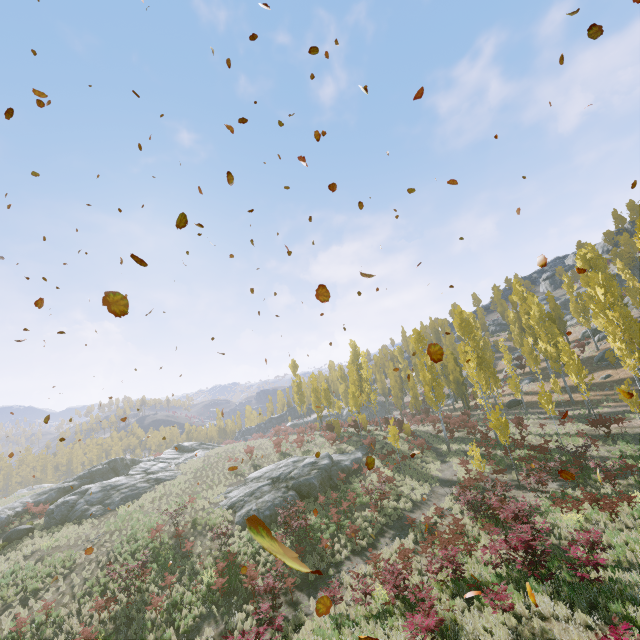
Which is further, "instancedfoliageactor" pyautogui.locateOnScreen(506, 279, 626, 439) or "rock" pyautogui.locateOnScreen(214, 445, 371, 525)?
"instancedfoliageactor" pyautogui.locateOnScreen(506, 279, 626, 439)

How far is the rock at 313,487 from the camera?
22.77m

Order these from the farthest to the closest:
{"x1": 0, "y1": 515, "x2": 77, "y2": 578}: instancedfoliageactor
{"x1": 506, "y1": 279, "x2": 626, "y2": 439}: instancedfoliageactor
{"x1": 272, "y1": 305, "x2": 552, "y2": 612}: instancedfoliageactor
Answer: {"x1": 506, "y1": 279, "x2": 626, "y2": 439}: instancedfoliageactor, {"x1": 0, "y1": 515, "x2": 77, "y2": 578}: instancedfoliageactor, {"x1": 272, "y1": 305, "x2": 552, "y2": 612}: instancedfoliageactor

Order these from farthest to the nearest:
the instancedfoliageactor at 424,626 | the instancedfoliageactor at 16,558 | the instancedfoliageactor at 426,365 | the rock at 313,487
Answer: the rock at 313,487 → the instancedfoliageactor at 16,558 → the instancedfoliageactor at 426,365 → the instancedfoliageactor at 424,626

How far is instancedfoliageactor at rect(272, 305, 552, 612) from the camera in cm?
1255

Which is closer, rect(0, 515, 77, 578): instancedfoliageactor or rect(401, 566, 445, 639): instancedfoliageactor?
rect(401, 566, 445, 639): instancedfoliageactor

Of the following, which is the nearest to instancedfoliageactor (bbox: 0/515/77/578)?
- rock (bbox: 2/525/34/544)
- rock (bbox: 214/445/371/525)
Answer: rock (bbox: 214/445/371/525)

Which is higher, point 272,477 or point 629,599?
point 272,477
